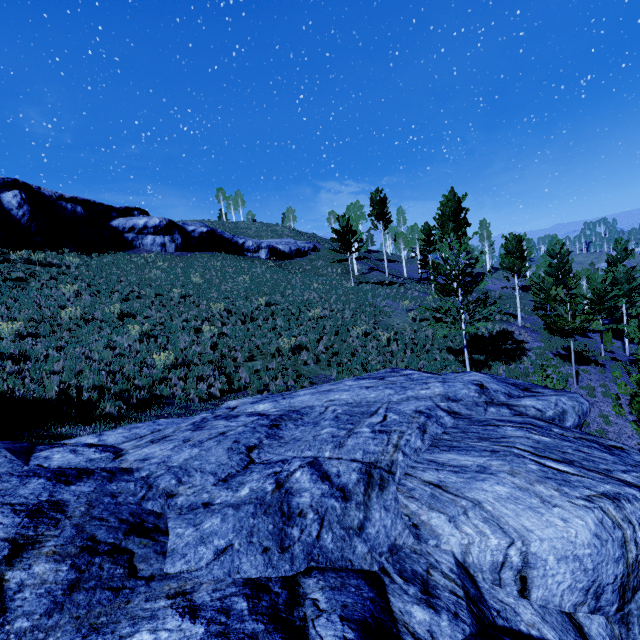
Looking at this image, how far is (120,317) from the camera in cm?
1659

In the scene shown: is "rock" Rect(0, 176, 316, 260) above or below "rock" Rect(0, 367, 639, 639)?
above

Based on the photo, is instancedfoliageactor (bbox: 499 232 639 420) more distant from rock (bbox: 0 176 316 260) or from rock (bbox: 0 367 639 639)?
rock (bbox: 0 176 316 260)

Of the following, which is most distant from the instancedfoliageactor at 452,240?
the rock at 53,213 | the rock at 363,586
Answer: the rock at 53,213

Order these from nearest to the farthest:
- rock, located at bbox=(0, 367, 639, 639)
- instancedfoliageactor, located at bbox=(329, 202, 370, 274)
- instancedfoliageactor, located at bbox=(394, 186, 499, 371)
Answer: rock, located at bbox=(0, 367, 639, 639) → instancedfoliageactor, located at bbox=(394, 186, 499, 371) → instancedfoliageactor, located at bbox=(329, 202, 370, 274)

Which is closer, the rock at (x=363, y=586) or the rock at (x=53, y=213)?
the rock at (x=363, y=586)

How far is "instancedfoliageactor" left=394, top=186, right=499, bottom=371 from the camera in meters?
13.2 m

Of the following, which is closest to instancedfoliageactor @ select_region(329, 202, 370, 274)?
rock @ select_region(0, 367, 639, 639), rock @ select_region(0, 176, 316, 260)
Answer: rock @ select_region(0, 367, 639, 639)
